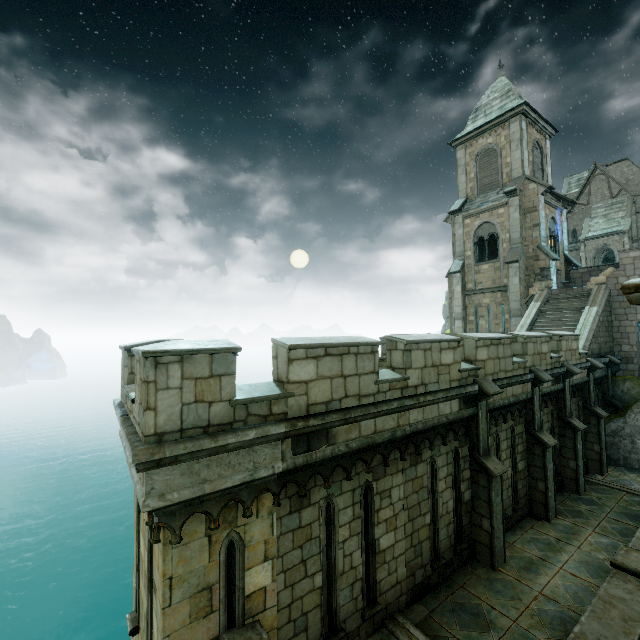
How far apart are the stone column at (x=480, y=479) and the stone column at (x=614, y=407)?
11.31m

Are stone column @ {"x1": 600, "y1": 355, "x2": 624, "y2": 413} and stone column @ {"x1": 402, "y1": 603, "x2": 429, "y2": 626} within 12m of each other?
no

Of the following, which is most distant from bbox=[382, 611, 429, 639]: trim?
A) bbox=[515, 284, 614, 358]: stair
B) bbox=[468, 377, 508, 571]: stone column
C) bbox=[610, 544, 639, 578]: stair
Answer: bbox=[515, 284, 614, 358]: stair

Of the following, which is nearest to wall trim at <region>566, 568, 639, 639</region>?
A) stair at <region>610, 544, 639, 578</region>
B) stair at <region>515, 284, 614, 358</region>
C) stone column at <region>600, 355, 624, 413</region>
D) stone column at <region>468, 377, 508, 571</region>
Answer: stair at <region>610, 544, 639, 578</region>

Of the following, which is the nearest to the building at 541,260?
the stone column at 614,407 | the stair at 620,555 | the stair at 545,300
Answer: the stair at 545,300

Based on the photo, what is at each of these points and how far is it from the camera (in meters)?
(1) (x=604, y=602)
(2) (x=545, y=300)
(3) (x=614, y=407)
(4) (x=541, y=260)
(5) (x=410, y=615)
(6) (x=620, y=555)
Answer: (1) wall trim, 6.43
(2) stair, 19.39
(3) stone column, 15.41
(4) building, 21.33
(5) stone column, 6.95
(6) stair, 7.49

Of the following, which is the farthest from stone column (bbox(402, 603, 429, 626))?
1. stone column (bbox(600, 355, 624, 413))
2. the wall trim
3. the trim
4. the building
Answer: stone column (bbox(600, 355, 624, 413))

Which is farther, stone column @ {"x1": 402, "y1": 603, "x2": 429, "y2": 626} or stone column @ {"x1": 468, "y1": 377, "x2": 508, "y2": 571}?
stone column @ {"x1": 468, "y1": 377, "x2": 508, "y2": 571}
